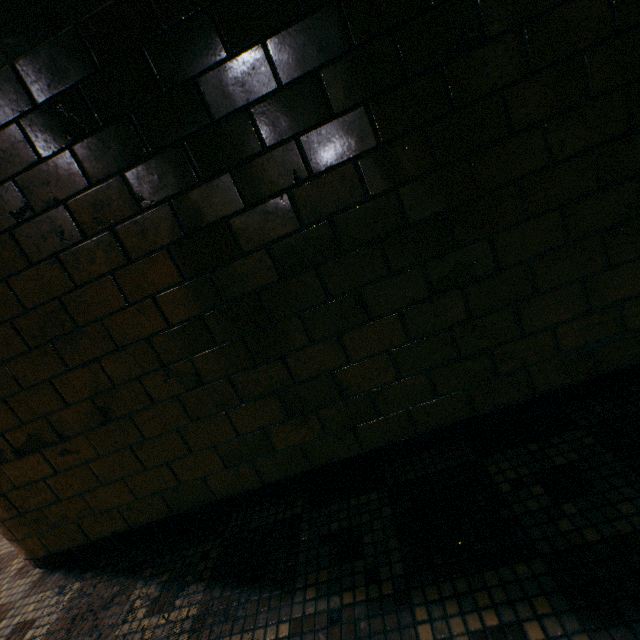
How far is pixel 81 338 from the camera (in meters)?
1.38
